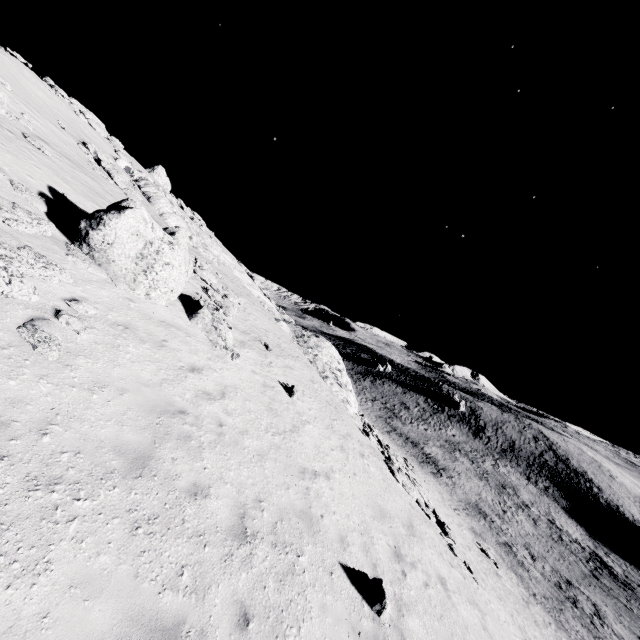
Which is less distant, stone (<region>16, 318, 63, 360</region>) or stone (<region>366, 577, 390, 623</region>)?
stone (<region>16, 318, 63, 360</region>)

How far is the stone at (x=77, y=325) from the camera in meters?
6.7

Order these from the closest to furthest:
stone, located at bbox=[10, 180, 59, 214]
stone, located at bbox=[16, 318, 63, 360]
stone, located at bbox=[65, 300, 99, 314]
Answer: stone, located at bbox=[16, 318, 63, 360]
stone, located at bbox=[65, 300, 99, 314]
stone, located at bbox=[10, 180, 59, 214]

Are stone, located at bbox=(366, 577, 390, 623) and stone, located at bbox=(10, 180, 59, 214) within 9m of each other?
no

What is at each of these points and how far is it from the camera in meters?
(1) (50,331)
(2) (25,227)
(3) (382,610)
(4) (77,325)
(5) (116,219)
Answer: (1) stone, 6.2
(2) stone, 8.0
(3) stone, 6.7
(4) stone, 6.9
(5) stone, 9.4

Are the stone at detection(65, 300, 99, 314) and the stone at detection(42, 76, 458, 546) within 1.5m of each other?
no

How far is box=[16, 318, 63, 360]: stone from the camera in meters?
5.7 m

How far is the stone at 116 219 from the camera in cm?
948
